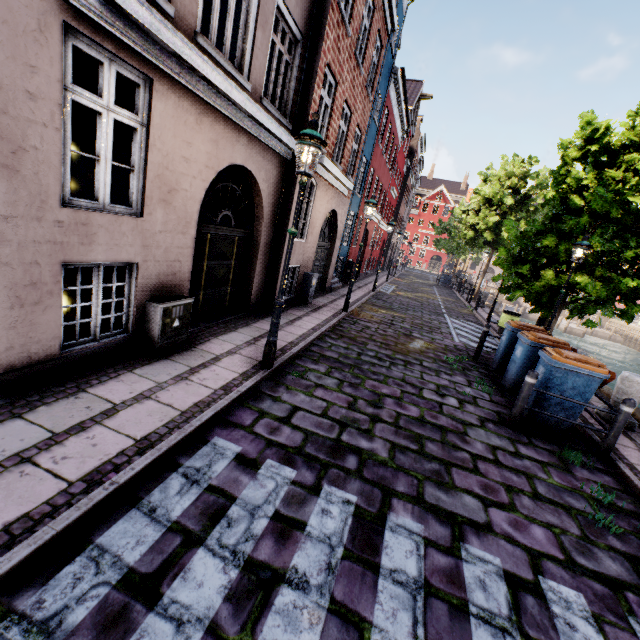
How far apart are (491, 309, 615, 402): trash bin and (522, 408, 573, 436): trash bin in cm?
54

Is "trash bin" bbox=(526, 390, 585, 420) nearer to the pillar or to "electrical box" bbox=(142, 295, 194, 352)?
the pillar

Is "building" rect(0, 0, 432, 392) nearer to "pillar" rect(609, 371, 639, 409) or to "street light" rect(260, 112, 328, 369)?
"street light" rect(260, 112, 328, 369)

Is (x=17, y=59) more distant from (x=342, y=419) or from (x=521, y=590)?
(x=521, y=590)

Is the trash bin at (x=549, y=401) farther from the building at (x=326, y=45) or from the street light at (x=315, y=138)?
the building at (x=326, y=45)

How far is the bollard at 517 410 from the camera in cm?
537

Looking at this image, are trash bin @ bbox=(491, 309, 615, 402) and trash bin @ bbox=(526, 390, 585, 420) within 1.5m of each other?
yes

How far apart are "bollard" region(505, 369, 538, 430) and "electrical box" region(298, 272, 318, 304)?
6.8m
